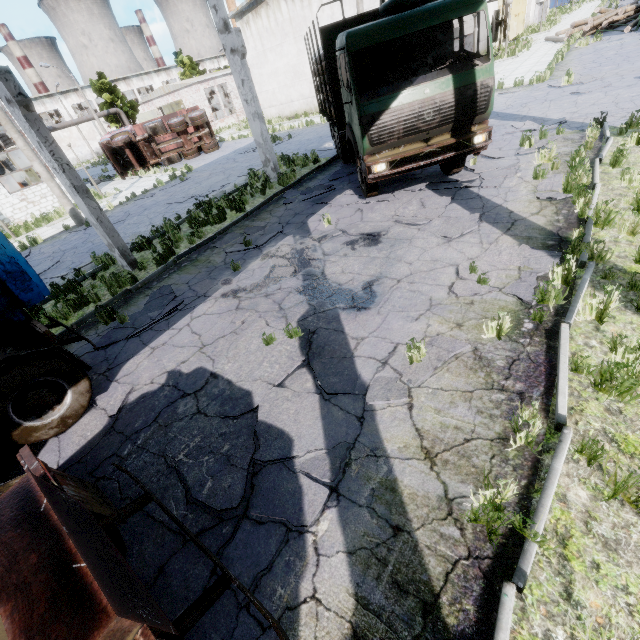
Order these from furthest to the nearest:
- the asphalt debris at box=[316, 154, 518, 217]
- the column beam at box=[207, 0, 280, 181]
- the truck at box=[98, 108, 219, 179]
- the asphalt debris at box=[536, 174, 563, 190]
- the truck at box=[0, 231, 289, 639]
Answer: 1. the truck at box=[98, 108, 219, 179]
2. the column beam at box=[207, 0, 280, 181]
3. the asphalt debris at box=[316, 154, 518, 217]
4. the asphalt debris at box=[536, 174, 563, 190]
5. the truck at box=[0, 231, 289, 639]

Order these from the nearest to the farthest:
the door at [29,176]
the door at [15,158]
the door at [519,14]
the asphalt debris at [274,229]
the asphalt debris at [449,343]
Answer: the asphalt debris at [449,343], the asphalt debris at [274,229], the door at [15,158], the door at [29,176], the door at [519,14]

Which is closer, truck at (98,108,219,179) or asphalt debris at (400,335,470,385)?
asphalt debris at (400,335,470,385)

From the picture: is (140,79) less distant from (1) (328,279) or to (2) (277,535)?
(1) (328,279)

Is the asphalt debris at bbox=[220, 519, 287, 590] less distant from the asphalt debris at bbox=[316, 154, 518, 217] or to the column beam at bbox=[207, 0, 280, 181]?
the asphalt debris at bbox=[316, 154, 518, 217]

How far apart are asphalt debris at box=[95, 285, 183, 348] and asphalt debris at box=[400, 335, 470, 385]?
4.8 meters

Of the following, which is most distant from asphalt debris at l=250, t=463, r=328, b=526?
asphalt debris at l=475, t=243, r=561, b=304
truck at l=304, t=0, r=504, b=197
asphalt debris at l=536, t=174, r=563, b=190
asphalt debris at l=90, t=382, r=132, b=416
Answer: asphalt debris at l=536, t=174, r=563, b=190

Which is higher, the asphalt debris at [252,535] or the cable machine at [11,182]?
the cable machine at [11,182]
